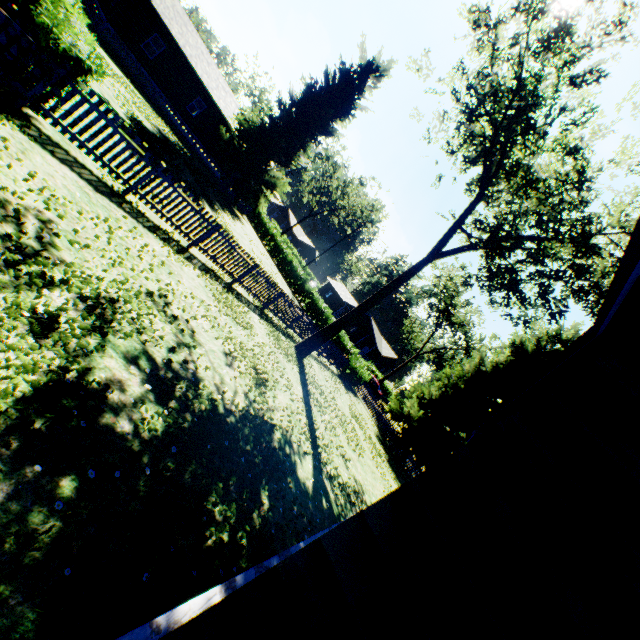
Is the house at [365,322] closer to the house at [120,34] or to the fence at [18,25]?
the house at [120,34]

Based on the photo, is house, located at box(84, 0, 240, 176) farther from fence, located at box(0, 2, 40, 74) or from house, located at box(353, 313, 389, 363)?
house, located at box(353, 313, 389, 363)

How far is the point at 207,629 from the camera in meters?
1.5

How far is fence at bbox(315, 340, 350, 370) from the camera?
21.20m

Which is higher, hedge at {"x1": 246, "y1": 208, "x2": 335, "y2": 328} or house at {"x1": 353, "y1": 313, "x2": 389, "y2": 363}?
house at {"x1": 353, "y1": 313, "x2": 389, "y2": 363}

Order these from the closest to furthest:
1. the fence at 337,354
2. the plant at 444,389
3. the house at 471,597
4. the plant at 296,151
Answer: A:
the house at 471,597
the fence at 337,354
the plant at 444,389
the plant at 296,151

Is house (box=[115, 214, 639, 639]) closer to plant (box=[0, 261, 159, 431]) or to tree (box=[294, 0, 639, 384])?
plant (box=[0, 261, 159, 431])

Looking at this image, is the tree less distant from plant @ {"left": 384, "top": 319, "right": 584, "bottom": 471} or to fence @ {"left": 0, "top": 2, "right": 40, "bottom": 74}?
fence @ {"left": 0, "top": 2, "right": 40, "bottom": 74}
